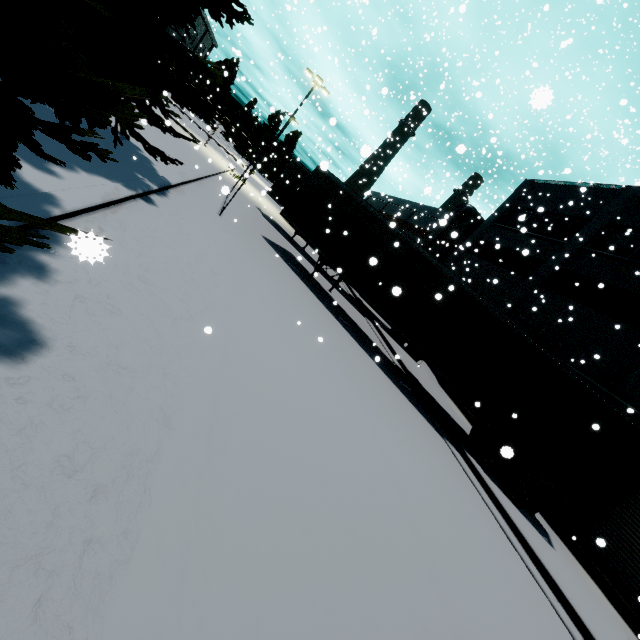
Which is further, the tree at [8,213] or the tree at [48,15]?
the tree at [48,15]

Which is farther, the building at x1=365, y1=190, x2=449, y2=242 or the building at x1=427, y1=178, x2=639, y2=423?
the building at x1=365, y1=190, x2=449, y2=242

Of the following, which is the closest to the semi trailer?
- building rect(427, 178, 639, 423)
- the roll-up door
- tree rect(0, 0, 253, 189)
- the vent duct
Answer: the roll-up door

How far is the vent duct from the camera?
19.09m

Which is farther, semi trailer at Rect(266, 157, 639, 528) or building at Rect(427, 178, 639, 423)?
building at Rect(427, 178, 639, 423)

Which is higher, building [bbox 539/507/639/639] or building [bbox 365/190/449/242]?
building [bbox 365/190/449/242]

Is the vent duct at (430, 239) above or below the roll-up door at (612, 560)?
above

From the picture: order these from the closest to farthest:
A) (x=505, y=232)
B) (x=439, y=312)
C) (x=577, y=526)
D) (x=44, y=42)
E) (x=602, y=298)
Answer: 1. (x=44, y=42)
2. (x=439, y=312)
3. (x=577, y=526)
4. (x=602, y=298)
5. (x=505, y=232)
